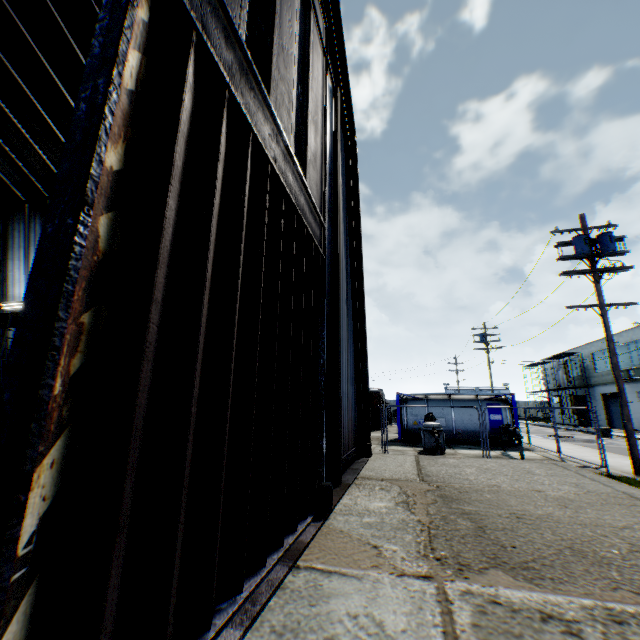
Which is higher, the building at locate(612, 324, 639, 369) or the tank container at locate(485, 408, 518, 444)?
the building at locate(612, 324, 639, 369)

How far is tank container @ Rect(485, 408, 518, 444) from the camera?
18.77m

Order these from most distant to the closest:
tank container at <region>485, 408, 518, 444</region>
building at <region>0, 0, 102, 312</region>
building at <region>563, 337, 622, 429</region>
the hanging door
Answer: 1. building at <region>563, 337, 622, 429</region>
2. tank container at <region>485, 408, 518, 444</region>
3. building at <region>0, 0, 102, 312</region>
4. the hanging door

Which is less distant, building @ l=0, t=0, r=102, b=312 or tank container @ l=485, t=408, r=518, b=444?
building @ l=0, t=0, r=102, b=312

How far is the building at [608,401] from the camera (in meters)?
35.75

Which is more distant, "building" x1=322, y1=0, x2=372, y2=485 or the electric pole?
the electric pole

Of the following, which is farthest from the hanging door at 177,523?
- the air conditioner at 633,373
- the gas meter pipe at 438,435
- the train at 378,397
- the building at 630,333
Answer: the air conditioner at 633,373

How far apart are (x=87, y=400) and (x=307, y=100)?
6.2 meters
